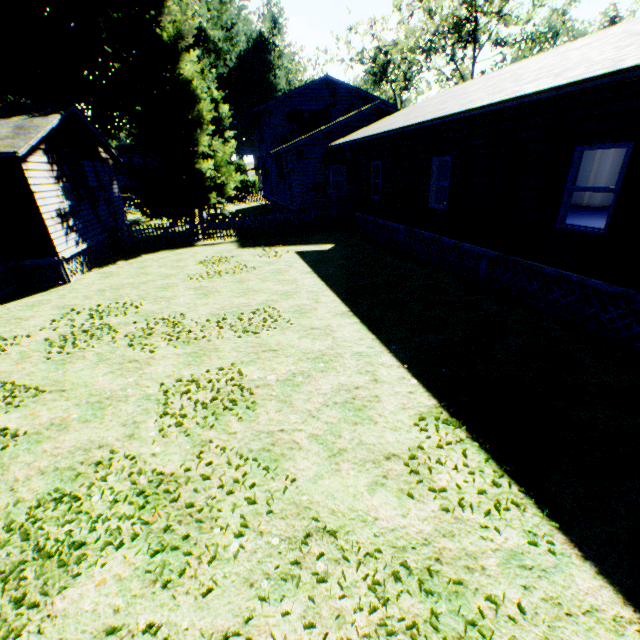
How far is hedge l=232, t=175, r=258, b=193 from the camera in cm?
5262

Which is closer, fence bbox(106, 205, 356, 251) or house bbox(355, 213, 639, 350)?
house bbox(355, 213, 639, 350)

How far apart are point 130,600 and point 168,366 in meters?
4.2

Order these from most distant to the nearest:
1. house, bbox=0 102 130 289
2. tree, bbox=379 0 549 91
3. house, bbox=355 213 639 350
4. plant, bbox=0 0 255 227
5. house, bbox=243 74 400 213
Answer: tree, bbox=379 0 549 91, house, bbox=243 74 400 213, plant, bbox=0 0 255 227, house, bbox=0 102 130 289, house, bbox=355 213 639 350

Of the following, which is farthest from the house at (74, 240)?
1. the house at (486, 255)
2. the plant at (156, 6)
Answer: the house at (486, 255)

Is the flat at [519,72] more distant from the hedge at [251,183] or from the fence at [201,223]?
the hedge at [251,183]

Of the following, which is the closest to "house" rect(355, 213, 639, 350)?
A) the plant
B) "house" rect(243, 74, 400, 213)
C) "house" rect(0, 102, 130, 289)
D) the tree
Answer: "house" rect(243, 74, 400, 213)

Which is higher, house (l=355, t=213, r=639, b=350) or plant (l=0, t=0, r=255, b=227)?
plant (l=0, t=0, r=255, b=227)
